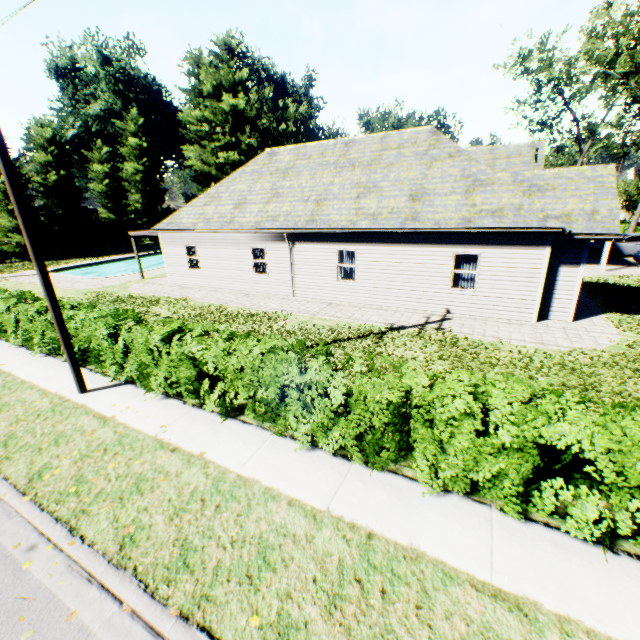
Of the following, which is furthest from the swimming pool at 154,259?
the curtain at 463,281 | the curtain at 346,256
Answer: the curtain at 463,281

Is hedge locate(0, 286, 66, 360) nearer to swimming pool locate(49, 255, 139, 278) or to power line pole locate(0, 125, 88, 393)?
power line pole locate(0, 125, 88, 393)

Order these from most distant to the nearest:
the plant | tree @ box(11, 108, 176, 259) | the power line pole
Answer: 1. the plant
2. tree @ box(11, 108, 176, 259)
3. the power line pole

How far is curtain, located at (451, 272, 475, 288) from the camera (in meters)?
12.80

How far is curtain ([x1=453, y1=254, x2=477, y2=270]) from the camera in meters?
12.5 m

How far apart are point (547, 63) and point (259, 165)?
35.7m

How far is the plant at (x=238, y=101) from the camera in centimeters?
4053cm

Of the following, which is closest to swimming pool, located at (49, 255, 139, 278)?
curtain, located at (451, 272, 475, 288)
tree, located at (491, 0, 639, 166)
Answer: tree, located at (491, 0, 639, 166)
